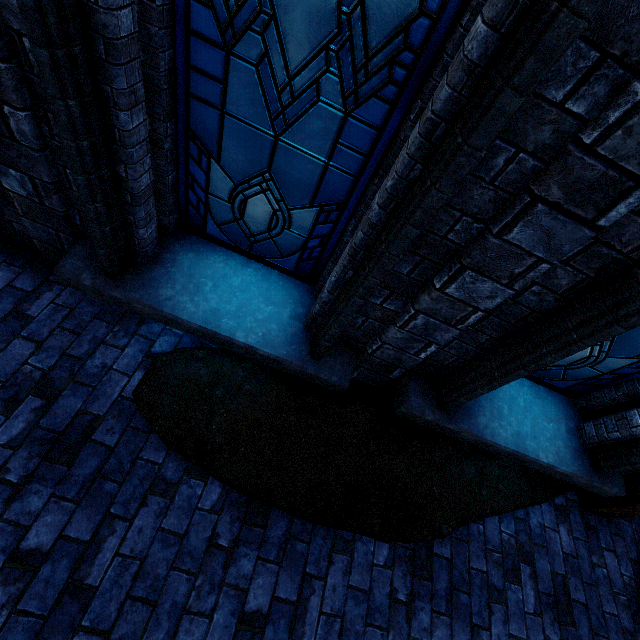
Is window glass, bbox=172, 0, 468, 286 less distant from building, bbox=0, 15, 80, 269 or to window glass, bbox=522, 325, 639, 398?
building, bbox=0, 15, 80, 269

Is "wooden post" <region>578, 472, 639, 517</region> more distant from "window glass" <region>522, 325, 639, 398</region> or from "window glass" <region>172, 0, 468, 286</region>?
"window glass" <region>172, 0, 468, 286</region>

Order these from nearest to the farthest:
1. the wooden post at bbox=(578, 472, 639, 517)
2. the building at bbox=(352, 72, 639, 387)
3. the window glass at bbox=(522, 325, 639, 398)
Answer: the building at bbox=(352, 72, 639, 387) < the window glass at bbox=(522, 325, 639, 398) < the wooden post at bbox=(578, 472, 639, 517)

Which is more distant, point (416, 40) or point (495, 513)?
point (495, 513)

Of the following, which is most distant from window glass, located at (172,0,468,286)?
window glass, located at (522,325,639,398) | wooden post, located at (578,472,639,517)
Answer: wooden post, located at (578,472,639,517)

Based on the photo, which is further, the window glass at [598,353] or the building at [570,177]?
the window glass at [598,353]

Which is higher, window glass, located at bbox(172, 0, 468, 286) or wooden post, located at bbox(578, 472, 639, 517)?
window glass, located at bbox(172, 0, 468, 286)

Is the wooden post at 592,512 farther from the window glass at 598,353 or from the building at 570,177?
the window glass at 598,353
